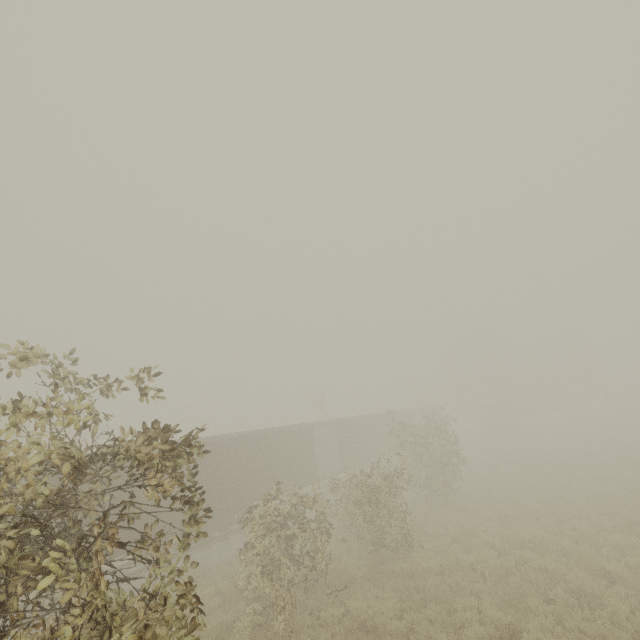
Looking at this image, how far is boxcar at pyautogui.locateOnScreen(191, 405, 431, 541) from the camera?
16.06m

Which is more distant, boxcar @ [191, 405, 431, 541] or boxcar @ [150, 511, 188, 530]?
boxcar @ [191, 405, 431, 541]

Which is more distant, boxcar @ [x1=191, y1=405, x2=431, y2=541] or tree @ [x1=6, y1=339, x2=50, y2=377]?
boxcar @ [x1=191, y1=405, x2=431, y2=541]

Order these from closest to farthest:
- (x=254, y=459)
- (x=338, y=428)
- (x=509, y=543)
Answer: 1. (x=509, y=543)
2. (x=254, y=459)
3. (x=338, y=428)

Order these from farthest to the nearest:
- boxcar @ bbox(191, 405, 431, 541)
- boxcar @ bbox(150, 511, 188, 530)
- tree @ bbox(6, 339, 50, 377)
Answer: boxcar @ bbox(191, 405, 431, 541)
boxcar @ bbox(150, 511, 188, 530)
tree @ bbox(6, 339, 50, 377)

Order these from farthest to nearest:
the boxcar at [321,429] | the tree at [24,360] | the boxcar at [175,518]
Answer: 1. the boxcar at [321,429]
2. the boxcar at [175,518]
3. the tree at [24,360]

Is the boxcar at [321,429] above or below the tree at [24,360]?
below
